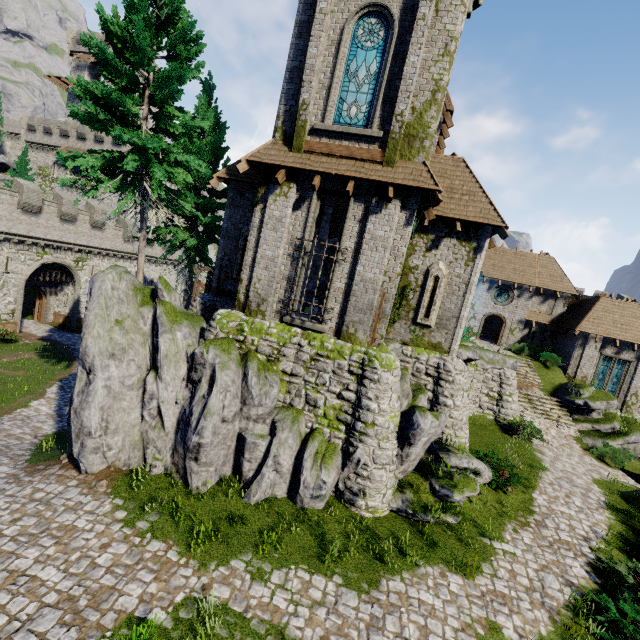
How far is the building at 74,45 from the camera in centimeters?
4938cm

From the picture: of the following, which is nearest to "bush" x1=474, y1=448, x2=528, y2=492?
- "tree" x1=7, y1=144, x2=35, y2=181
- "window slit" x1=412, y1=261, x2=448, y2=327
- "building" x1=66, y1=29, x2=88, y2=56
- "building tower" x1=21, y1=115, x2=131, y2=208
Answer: "window slit" x1=412, y1=261, x2=448, y2=327

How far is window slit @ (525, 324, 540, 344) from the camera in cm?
2912

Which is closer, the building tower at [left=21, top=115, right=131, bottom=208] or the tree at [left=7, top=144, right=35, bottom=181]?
the tree at [left=7, top=144, right=35, bottom=181]

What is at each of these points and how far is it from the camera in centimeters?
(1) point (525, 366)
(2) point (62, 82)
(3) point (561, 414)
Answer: (1) stairs, 2605cm
(2) walkway, 5091cm
(3) stairs, 2195cm

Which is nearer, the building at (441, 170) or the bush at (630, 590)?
the bush at (630, 590)

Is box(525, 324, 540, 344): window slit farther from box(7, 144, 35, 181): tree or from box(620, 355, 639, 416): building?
box(7, 144, 35, 181): tree

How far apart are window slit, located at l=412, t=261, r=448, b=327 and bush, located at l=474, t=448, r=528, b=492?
5.5m
